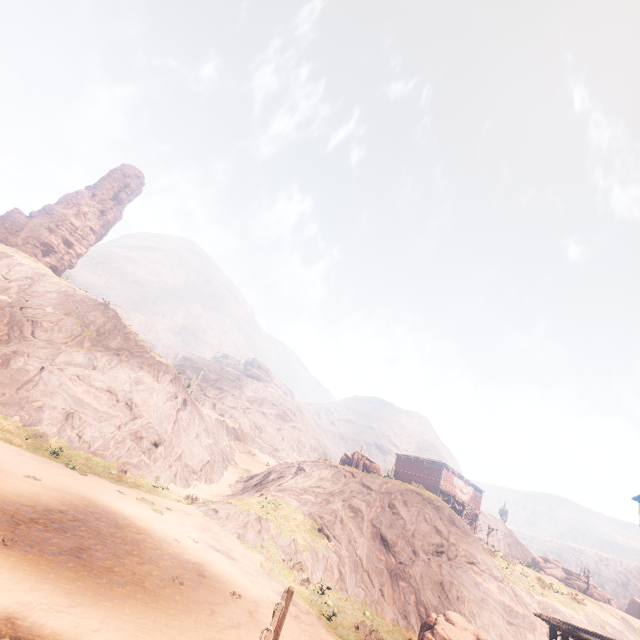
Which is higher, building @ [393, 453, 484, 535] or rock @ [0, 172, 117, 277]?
rock @ [0, 172, 117, 277]

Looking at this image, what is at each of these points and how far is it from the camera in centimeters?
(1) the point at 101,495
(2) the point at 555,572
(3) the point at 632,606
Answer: (1) z, 1592cm
(2) rock, 4847cm
(3) instancedfoliageactor, 5288cm

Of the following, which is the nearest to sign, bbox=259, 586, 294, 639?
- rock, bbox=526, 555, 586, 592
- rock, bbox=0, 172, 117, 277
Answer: rock, bbox=0, 172, 117, 277

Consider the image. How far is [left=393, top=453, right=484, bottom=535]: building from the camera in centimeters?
4056cm

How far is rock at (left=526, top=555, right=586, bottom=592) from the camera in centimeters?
4612cm

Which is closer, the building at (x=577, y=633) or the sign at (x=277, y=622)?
the sign at (x=277, y=622)

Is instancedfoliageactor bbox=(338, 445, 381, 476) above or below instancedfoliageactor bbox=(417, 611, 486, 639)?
above

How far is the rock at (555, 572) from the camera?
46.12m
